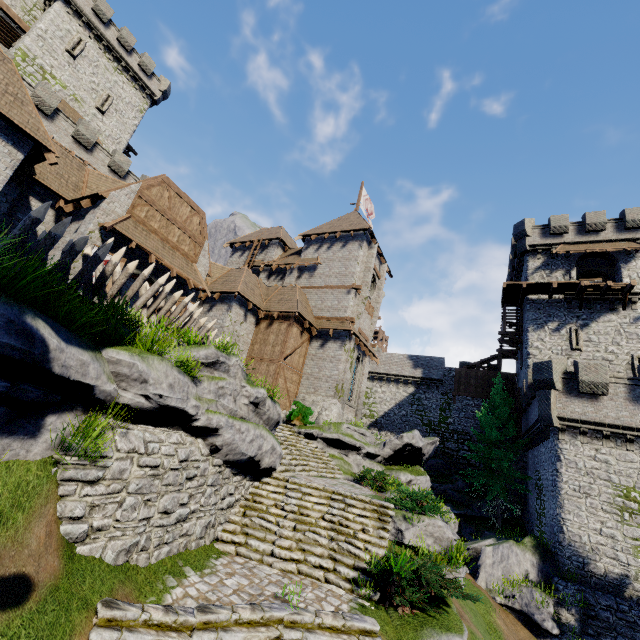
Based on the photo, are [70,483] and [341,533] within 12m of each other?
yes

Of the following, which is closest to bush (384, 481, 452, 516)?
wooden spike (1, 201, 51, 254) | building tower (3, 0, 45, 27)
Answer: wooden spike (1, 201, 51, 254)

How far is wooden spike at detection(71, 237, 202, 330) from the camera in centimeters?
807cm

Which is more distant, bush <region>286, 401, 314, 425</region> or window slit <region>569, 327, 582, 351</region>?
window slit <region>569, 327, 582, 351</region>

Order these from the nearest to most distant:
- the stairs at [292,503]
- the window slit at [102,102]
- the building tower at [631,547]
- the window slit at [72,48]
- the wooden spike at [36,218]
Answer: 1. the wooden spike at [36,218]
2. the stairs at [292,503]
3. the building tower at [631,547]
4. the window slit at [72,48]
5. the window slit at [102,102]

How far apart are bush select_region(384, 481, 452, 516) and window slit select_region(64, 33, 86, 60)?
44.21m

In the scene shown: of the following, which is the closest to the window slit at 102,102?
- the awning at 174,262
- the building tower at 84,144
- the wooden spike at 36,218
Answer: the building tower at 84,144

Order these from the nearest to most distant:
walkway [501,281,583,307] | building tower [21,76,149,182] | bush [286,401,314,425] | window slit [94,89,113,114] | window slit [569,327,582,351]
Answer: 1. bush [286,401,314,425]
2. building tower [21,76,149,182]
3. window slit [569,327,582,351]
4. walkway [501,281,583,307]
5. window slit [94,89,113,114]
